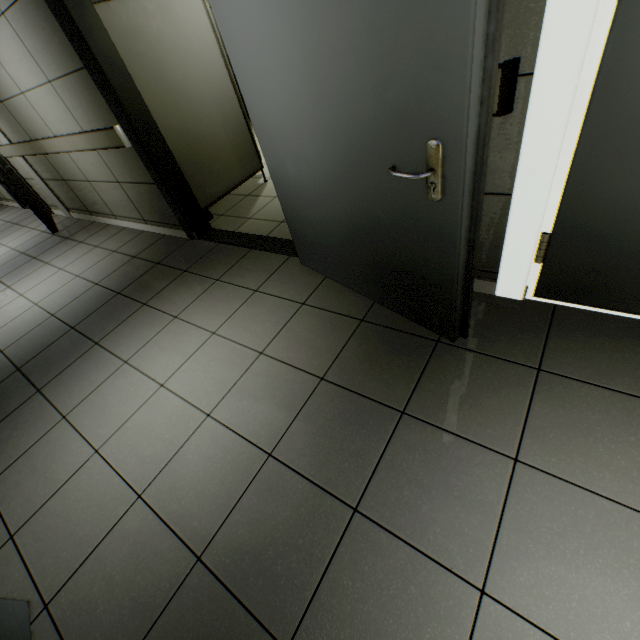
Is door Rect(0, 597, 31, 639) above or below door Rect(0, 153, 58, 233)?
below

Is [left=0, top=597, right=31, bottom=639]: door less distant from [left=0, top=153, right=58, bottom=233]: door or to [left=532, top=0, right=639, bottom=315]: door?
[left=532, top=0, right=639, bottom=315]: door

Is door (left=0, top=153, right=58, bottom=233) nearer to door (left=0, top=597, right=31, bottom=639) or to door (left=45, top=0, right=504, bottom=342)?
door (left=45, top=0, right=504, bottom=342)

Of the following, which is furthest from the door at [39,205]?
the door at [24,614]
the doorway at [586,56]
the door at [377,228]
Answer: the doorway at [586,56]

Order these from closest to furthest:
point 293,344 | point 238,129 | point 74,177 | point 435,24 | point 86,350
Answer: point 435,24
point 293,344
point 86,350
point 238,129
point 74,177

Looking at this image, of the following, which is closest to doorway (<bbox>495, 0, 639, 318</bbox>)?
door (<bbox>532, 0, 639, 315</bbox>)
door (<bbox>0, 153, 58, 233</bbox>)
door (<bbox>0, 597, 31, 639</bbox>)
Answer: door (<bbox>532, 0, 639, 315</bbox>)

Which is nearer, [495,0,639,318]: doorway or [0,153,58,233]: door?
[495,0,639,318]: doorway

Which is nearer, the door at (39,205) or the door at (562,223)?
the door at (562,223)
